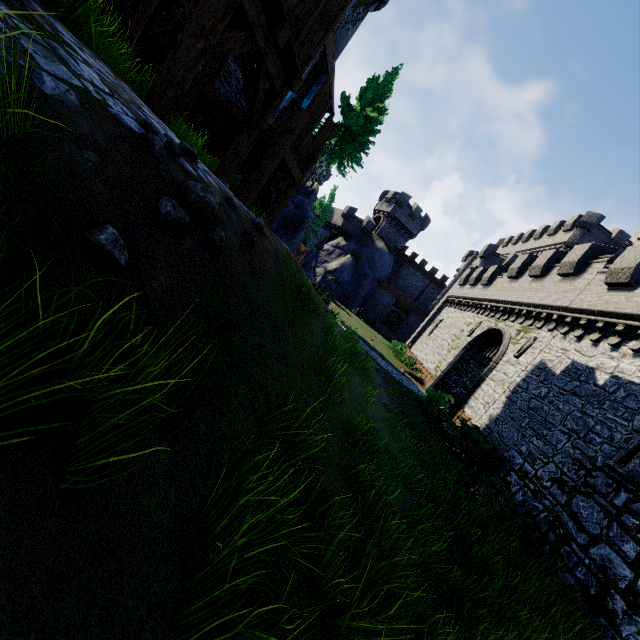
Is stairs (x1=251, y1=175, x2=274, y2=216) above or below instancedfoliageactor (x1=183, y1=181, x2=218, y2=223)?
above

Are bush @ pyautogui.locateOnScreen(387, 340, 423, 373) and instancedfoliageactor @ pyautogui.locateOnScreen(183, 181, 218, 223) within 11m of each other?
no

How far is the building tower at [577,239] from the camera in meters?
32.6

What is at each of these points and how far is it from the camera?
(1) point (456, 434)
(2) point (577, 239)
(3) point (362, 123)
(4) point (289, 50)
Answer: (1) bush, 13.5m
(2) building tower, 33.2m
(3) tree, 25.2m
(4) walkway, 7.1m

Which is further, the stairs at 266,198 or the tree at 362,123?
the tree at 362,123

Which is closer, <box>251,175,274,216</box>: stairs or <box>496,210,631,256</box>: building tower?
<box>251,175,274,216</box>: stairs

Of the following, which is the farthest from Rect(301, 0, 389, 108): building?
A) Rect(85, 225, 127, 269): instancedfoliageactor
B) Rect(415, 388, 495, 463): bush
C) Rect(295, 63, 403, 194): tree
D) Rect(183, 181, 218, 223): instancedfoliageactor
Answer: Rect(415, 388, 495, 463): bush

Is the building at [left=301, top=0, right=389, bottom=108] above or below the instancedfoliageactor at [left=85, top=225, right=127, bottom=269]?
above
